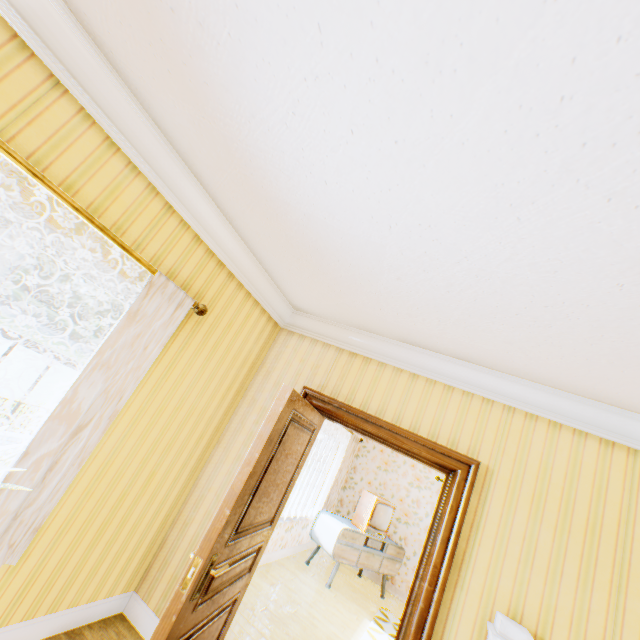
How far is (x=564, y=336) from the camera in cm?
194

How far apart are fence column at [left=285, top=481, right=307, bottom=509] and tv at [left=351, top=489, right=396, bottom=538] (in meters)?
23.94

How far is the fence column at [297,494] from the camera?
27.58m

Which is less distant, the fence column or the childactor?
the childactor

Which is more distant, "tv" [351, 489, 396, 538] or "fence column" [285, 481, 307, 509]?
"fence column" [285, 481, 307, 509]

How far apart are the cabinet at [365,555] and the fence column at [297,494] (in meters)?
23.57

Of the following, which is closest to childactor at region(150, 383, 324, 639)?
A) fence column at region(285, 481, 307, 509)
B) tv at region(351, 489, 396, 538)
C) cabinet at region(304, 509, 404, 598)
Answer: cabinet at region(304, 509, 404, 598)

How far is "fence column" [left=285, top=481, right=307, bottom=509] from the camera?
27.58m
